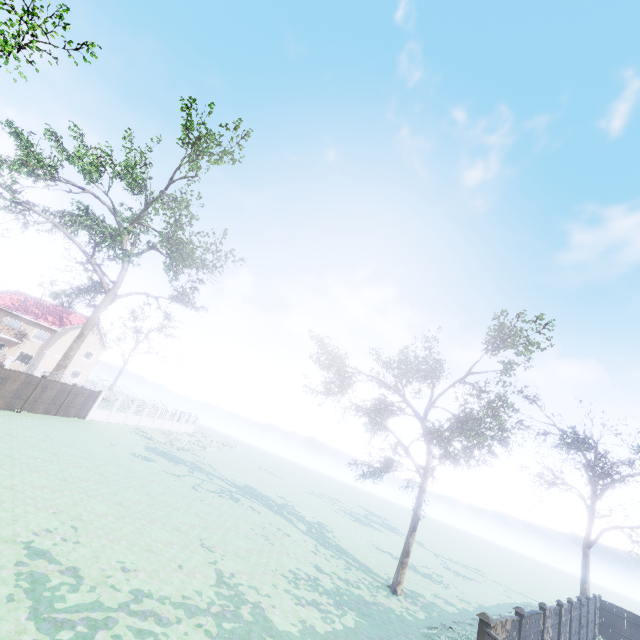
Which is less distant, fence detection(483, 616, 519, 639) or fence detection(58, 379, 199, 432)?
fence detection(483, 616, 519, 639)

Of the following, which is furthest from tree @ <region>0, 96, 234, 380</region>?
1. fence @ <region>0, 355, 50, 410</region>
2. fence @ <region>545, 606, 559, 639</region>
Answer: fence @ <region>545, 606, 559, 639</region>

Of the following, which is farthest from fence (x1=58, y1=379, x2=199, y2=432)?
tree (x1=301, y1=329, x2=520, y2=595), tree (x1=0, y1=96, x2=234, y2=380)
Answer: tree (x1=301, y1=329, x2=520, y2=595)

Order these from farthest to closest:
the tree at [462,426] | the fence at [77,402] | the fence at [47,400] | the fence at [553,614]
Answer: the fence at [77,402], the fence at [47,400], the tree at [462,426], the fence at [553,614]

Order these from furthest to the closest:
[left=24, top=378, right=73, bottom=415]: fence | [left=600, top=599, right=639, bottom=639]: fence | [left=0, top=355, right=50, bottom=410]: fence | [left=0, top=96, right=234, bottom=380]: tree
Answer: [left=0, top=96, right=234, bottom=380]: tree → [left=600, top=599, right=639, bottom=639]: fence → [left=24, top=378, right=73, bottom=415]: fence → [left=0, top=355, right=50, bottom=410]: fence

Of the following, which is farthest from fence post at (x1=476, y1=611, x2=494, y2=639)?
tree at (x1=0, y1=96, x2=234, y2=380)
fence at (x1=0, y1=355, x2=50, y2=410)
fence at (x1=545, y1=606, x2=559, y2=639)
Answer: tree at (x1=0, y1=96, x2=234, y2=380)

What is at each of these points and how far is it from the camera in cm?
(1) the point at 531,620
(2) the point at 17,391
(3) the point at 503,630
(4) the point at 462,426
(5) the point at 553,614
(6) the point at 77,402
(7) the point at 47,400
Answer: Answer:
(1) fence, 1031
(2) fence, 2022
(3) fence, 837
(4) tree, 1853
(5) fence, 1262
(6) fence, 2562
(7) fence, 2270

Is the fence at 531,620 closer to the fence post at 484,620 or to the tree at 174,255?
the fence post at 484,620
